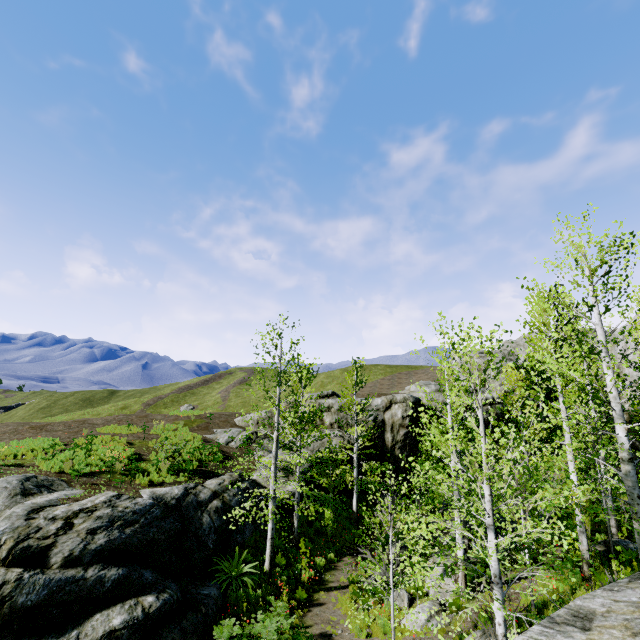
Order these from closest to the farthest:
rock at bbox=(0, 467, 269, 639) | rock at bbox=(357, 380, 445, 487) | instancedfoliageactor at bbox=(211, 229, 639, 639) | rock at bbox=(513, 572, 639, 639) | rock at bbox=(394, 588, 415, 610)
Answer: rock at bbox=(513, 572, 639, 639), instancedfoliageactor at bbox=(211, 229, 639, 639), rock at bbox=(0, 467, 269, 639), rock at bbox=(394, 588, 415, 610), rock at bbox=(357, 380, 445, 487)

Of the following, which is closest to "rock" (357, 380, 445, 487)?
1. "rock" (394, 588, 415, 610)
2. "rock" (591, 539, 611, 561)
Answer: "rock" (394, 588, 415, 610)

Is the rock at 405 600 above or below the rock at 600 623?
below

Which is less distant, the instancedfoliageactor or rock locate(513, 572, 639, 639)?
rock locate(513, 572, 639, 639)

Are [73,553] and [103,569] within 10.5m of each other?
yes

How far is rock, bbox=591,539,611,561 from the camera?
11.8 meters

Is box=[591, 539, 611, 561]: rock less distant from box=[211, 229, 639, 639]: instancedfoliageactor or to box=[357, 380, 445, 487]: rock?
box=[211, 229, 639, 639]: instancedfoliageactor

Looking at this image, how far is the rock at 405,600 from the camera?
11.69m
